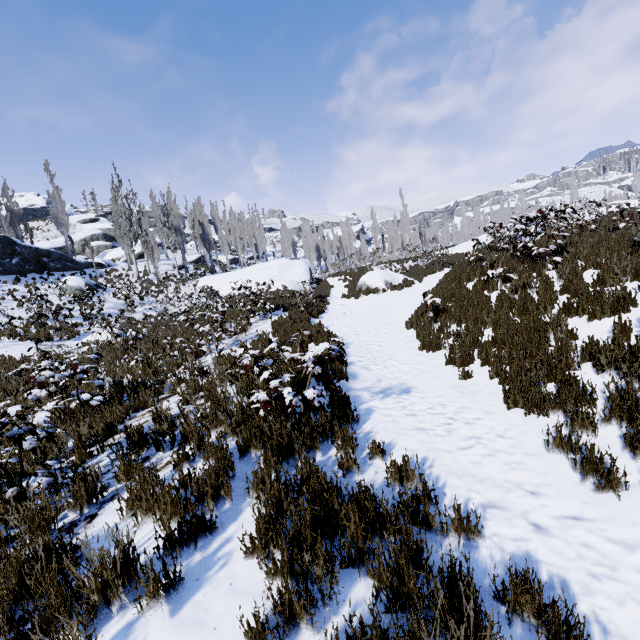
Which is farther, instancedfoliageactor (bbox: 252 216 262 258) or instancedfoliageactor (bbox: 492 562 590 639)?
instancedfoliageactor (bbox: 252 216 262 258)

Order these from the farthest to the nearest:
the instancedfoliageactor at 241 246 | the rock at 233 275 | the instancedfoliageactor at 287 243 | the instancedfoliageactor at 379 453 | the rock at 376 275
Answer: the instancedfoliageactor at 287 243, the instancedfoliageactor at 241 246, the rock at 233 275, the rock at 376 275, the instancedfoliageactor at 379 453

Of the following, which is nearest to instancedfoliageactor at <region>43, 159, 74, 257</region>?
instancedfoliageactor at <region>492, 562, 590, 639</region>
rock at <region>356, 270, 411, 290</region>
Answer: instancedfoliageactor at <region>492, 562, 590, 639</region>

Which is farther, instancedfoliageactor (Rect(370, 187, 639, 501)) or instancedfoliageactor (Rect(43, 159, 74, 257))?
instancedfoliageactor (Rect(43, 159, 74, 257))

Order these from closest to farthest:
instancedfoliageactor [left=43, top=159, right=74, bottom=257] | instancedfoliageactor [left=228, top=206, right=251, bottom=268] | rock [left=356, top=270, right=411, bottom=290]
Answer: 1. rock [left=356, top=270, right=411, bottom=290]
2. instancedfoliageactor [left=43, top=159, right=74, bottom=257]
3. instancedfoliageactor [left=228, top=206, right=251, bottom=268]

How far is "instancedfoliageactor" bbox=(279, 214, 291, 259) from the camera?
56.31m

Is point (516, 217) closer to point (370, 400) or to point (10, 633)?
point (370, 400)

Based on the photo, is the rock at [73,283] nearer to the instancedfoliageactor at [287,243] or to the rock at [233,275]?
the instancedfoliageactor at [287,243]
